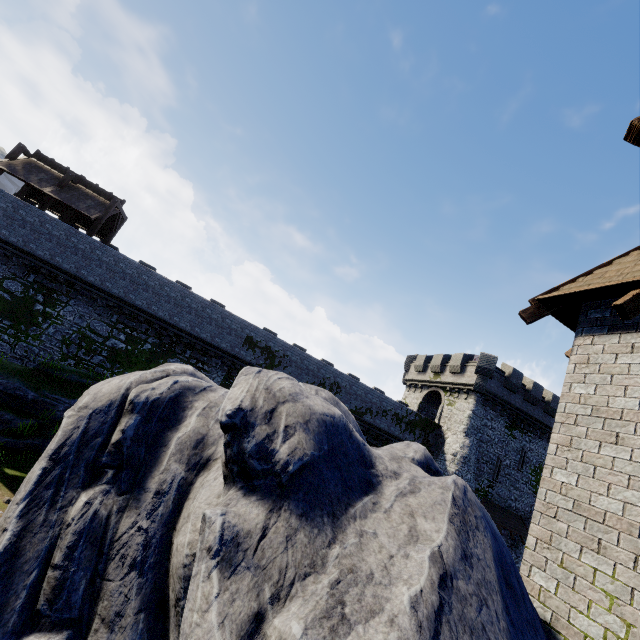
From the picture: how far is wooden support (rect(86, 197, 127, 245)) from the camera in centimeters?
2116cm

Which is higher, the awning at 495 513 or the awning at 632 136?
the awning at 632 136

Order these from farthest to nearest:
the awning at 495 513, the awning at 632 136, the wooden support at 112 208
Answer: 1. the awning at 495 513
2. the wooden support at 112 208
3. the awning at 632 136

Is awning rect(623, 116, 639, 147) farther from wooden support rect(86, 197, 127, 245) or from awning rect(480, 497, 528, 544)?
awning rect(480, 497, 528, 544)

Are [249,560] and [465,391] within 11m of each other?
no

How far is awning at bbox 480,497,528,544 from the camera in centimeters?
2433cm

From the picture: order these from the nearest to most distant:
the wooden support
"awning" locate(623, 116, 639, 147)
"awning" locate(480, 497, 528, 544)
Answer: "awning" locate(623, 116, 639, 147)
the wooden support
"awning" locate(480, 497, 528, 544)

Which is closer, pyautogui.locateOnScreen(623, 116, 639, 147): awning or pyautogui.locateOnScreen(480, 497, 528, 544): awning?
pyautogui.locateOnScreen(623, 116, 639, 147): awning
